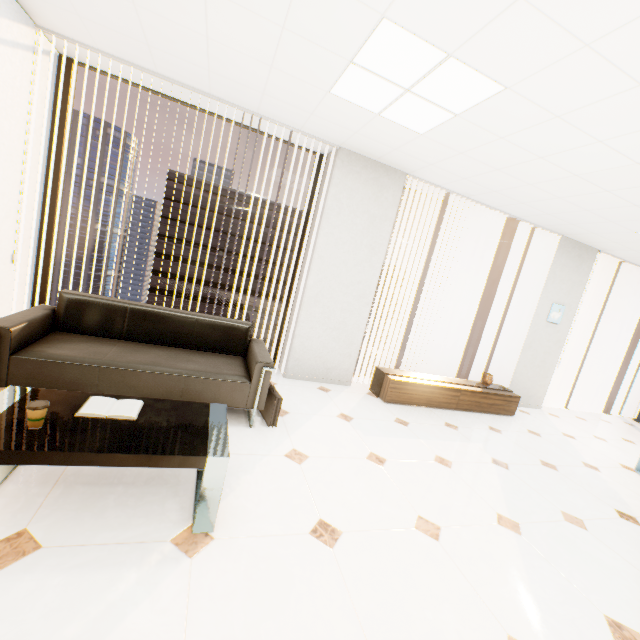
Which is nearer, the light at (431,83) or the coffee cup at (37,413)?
the coffee cup at (37,413)

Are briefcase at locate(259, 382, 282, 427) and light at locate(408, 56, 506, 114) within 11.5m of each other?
yes

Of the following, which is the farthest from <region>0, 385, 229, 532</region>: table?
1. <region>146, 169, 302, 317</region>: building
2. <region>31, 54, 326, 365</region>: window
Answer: <region>146, 169, 302, 317</region>: building

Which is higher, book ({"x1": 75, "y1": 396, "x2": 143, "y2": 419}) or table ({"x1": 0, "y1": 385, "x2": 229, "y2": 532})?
book ({"x1": 75, "y1": 396, "x2": 143, "y2": 419})

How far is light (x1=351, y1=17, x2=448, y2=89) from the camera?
2.0m

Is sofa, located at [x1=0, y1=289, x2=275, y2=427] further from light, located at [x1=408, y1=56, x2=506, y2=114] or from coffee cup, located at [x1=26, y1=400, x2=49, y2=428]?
light, located at [x1=408, y1=56, x2=506, y2=114]

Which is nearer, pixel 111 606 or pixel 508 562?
pixel 111 606

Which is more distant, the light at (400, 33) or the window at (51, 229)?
the window at (51, 229)
